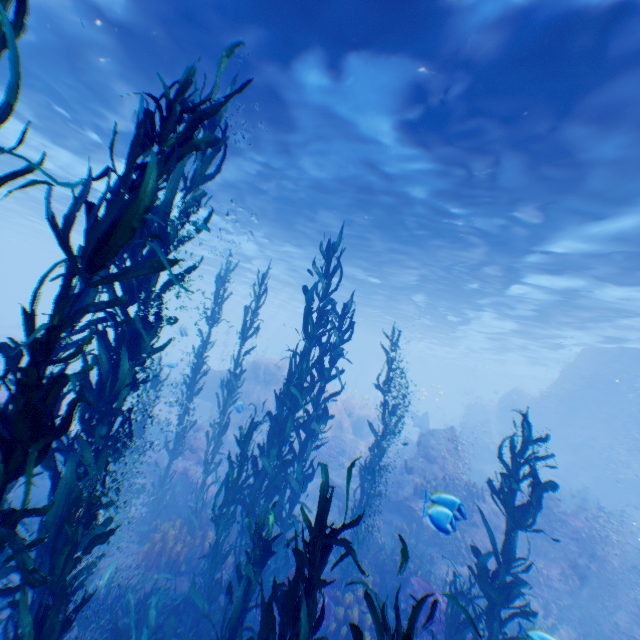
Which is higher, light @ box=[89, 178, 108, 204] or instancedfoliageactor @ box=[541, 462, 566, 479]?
light @ box=[89, 178, 108, 204]

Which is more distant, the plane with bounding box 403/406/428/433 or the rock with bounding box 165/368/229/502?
the plane with bounding box 403/406/428/433

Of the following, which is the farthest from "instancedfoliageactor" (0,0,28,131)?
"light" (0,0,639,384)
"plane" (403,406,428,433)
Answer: "light" (0,0,639,384)

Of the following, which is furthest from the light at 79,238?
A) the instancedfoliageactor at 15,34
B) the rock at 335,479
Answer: the instancedfoliageactor at 15,34

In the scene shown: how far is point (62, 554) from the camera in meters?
3.1 m

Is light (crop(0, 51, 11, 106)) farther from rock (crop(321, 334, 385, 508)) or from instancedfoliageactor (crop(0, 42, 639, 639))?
instancedfoliageactor (crop(0, 42, 639, 639))

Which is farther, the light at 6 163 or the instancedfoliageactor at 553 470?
the light at 6 163
